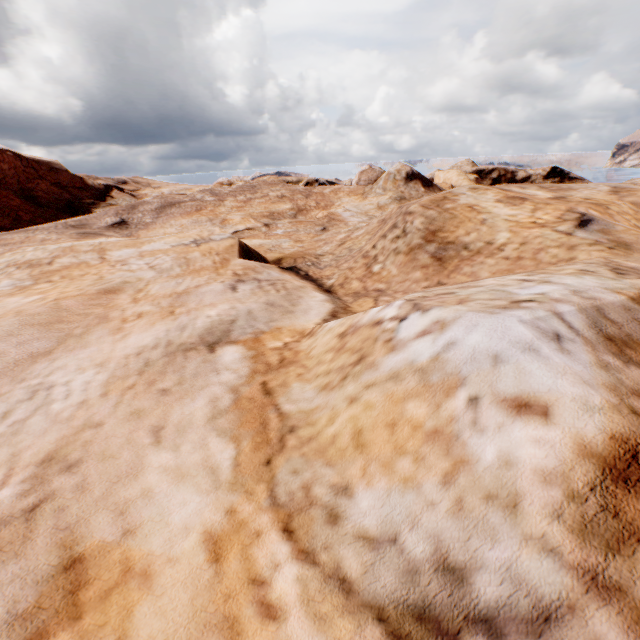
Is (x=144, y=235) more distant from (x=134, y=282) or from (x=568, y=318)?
(x=568, y=318)
